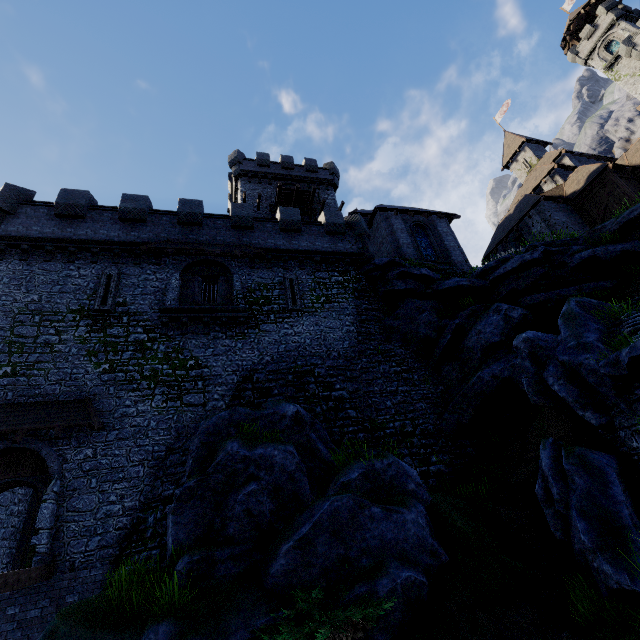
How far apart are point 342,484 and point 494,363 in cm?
905

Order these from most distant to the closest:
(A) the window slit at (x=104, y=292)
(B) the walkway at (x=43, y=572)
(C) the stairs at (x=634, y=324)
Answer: (A) the window slit at (x=104, y=292), (C) the stairs at (x=634, y=324), (B) the walkway at (x=43, y=572)

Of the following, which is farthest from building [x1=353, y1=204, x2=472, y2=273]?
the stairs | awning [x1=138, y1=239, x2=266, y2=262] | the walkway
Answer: the walkway

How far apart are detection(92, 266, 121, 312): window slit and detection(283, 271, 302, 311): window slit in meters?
8.3

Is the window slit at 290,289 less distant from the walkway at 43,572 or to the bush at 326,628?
the bush at 326,628

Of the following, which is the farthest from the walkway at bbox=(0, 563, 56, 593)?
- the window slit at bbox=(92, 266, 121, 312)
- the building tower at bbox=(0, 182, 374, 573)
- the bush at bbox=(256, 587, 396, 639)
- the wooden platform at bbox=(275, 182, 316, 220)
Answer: the wooden platform at bbox=(275, 182, 316, 220)

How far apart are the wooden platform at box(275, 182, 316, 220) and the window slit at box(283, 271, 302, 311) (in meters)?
12.27

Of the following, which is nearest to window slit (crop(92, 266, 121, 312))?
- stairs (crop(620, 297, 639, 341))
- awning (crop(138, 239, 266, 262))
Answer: awning (crop(138, 239, 266, 262))
